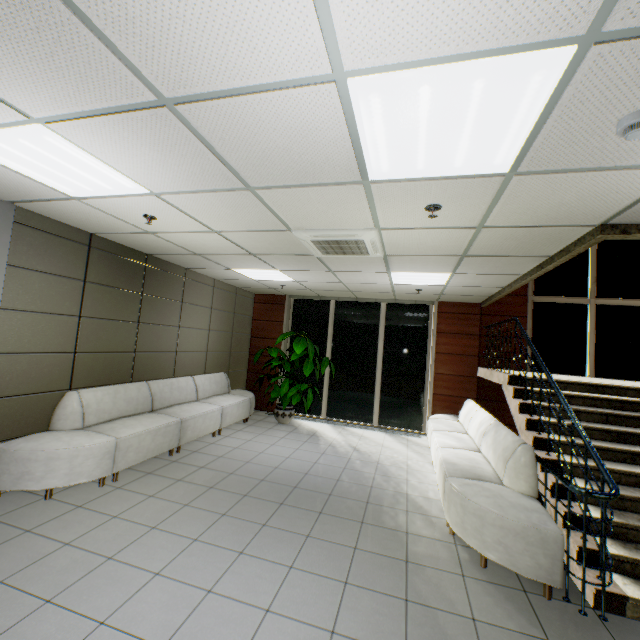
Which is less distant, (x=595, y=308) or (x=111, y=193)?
(x=111, y=193)

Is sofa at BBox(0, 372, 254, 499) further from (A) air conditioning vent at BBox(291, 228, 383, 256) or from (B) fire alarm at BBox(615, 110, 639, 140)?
(B) fire alarm at BBox(615, 110, 639, 140)

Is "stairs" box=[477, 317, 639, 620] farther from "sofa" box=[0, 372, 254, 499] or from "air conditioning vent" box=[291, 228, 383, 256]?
"sofa" box=[0, 372, 254, 499]

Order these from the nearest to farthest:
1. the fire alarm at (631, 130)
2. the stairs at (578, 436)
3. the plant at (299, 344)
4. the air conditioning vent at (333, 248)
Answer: the fire alarm at (631, 130), the stairs at (578, 436), the air conditioning vent at (333, 248), the plant at (299, 344)

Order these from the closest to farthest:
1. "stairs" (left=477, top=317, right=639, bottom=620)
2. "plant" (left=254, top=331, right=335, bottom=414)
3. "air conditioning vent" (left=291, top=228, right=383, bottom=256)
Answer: "stairs" (left=477, top=317, right=639, bottom=620)
"air conditioning vent" (left=291, top=228, right=383, bottom=256)
"plant" (left=254, top=331, right=335, bottom=414)

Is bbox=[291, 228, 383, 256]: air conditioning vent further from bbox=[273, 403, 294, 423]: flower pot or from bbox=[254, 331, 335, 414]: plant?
bbox=[273, 403, 294, 423]: flower pot

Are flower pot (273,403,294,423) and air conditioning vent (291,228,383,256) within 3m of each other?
no

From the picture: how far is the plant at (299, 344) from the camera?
7.4 meters
